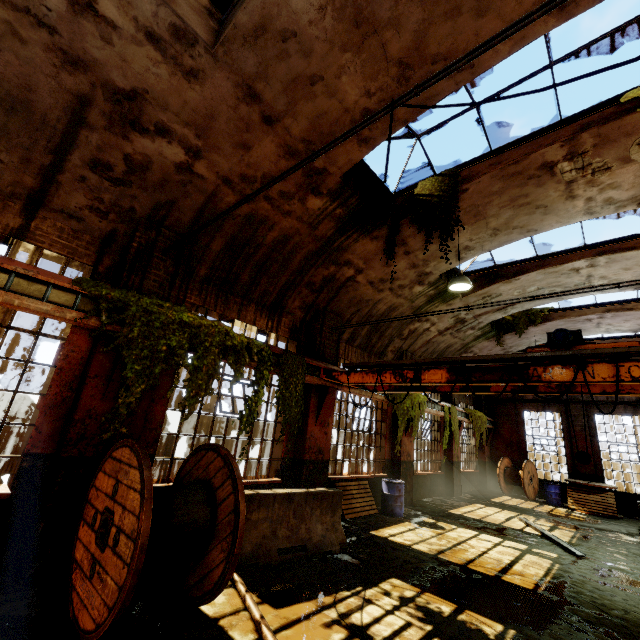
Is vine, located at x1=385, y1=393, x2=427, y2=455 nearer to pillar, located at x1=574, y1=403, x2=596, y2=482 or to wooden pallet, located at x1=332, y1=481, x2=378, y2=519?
wooden pallet, located at x1=332, y1=481, x2=378, y2=519

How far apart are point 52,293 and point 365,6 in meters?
5.8

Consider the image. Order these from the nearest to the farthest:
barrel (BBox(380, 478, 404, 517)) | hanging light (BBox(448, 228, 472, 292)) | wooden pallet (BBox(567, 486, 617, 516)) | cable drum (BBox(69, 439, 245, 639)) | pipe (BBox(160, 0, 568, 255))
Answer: pipe (BBox(160, 0, 568, 255))
cable drum (BBox(69, 439, 245, 639))
hanging light (BBox(448, 228, 472, 292))
barrel (BBox(380, 478, 404, 517))
wooden pallet (BBox(567, 486, 617, 516))

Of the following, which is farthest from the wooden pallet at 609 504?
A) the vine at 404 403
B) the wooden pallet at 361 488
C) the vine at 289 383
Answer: the wooden pallet at 361 488

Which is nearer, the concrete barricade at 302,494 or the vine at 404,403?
the concrete barricade at 302,494

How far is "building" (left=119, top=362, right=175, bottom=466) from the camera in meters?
5.3

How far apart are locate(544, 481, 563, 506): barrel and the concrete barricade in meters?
14.3

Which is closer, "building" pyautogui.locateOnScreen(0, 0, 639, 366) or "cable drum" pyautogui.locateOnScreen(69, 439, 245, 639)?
"cable drum" pyautogui.locateOnScreen(69, 439, 245, 639)
